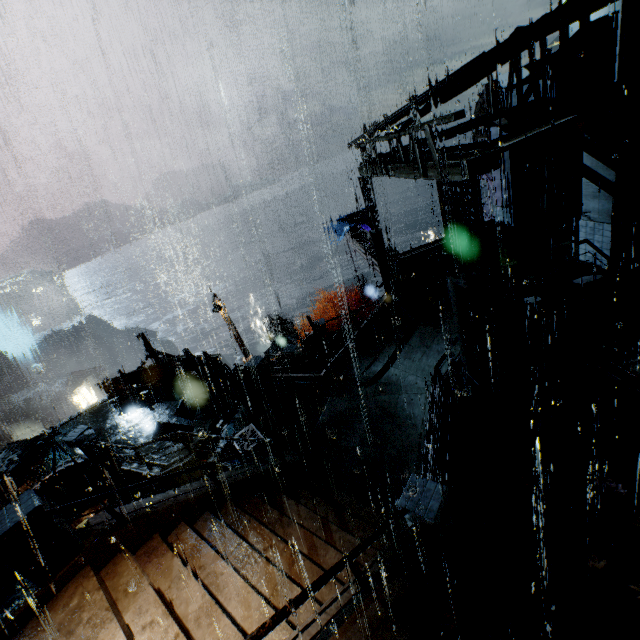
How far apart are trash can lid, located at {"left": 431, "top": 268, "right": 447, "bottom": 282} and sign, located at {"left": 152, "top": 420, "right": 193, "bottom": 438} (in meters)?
12.84

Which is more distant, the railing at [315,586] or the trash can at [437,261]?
the trash can at [437,261]

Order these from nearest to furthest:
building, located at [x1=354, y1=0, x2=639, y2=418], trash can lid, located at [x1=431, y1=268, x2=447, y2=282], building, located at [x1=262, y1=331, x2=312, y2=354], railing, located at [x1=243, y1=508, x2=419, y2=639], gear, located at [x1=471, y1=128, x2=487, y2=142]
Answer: railing, located at [x1=243, y1=508, x2=419, y2=639] < building, located at [x1=354, y1=0, x2=639, y2=418] < trash can lid, located at [x1=431, y1=268, x2=447, y2=282] < building, located at [x1=262, y1=331, x2=312, y2=354] < gear, located at [x1=471, y1=128, x2=487, y2=142]

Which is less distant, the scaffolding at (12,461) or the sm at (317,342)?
the scaffolding at (12,461)

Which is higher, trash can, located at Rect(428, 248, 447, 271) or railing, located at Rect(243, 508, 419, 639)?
railing, located at Rect(243, 508, 419, 639)

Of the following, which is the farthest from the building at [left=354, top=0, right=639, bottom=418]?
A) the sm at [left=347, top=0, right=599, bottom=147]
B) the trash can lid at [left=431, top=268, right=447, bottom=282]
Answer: the trash can lid at [left=431, top=268, right=447, bottom=282]

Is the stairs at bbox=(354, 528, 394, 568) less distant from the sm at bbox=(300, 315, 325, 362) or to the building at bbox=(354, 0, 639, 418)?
the building at bbox=(354, 0, 639, 418)

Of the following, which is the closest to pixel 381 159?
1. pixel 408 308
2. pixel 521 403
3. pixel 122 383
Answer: pixel 408 308
